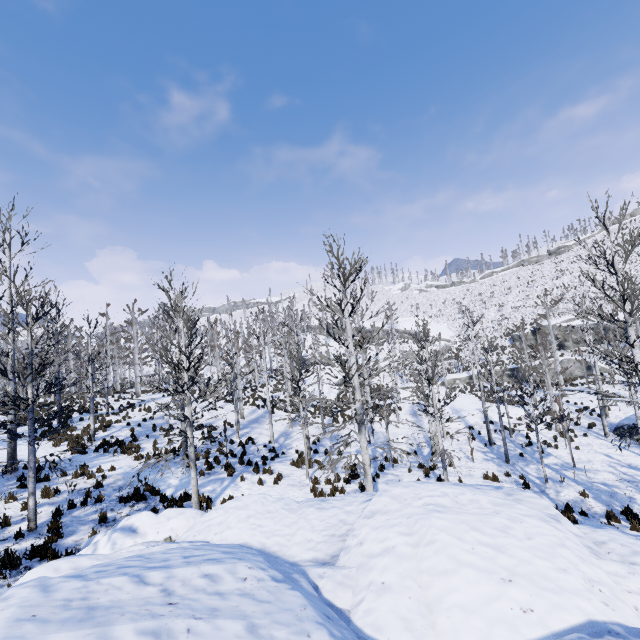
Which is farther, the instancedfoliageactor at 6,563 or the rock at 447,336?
the rock at 447,336

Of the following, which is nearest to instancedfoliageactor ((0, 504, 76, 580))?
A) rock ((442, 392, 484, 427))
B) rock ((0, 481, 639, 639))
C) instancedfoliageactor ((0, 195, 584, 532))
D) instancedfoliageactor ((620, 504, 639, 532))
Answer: rock ((0, 481, 639, 639))

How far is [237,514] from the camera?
8.2 meters

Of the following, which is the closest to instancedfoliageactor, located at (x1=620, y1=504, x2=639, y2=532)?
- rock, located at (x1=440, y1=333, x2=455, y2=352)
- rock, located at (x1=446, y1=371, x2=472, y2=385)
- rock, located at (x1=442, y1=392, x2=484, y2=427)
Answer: rock, located at (x1=442, y1=392, x2=484, y2=427)

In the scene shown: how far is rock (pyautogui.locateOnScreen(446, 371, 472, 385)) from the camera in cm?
4376

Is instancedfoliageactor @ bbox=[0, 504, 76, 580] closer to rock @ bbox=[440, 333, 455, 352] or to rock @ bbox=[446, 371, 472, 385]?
rock @ bbox=[446, 371, 472, 385]

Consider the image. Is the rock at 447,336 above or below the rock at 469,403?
above

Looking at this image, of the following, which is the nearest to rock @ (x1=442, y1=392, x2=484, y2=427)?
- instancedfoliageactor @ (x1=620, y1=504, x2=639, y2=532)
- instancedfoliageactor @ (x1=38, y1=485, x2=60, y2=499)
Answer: instancedfoliageactor @ (x1=620, y1=504, x2=639, y2=532)
